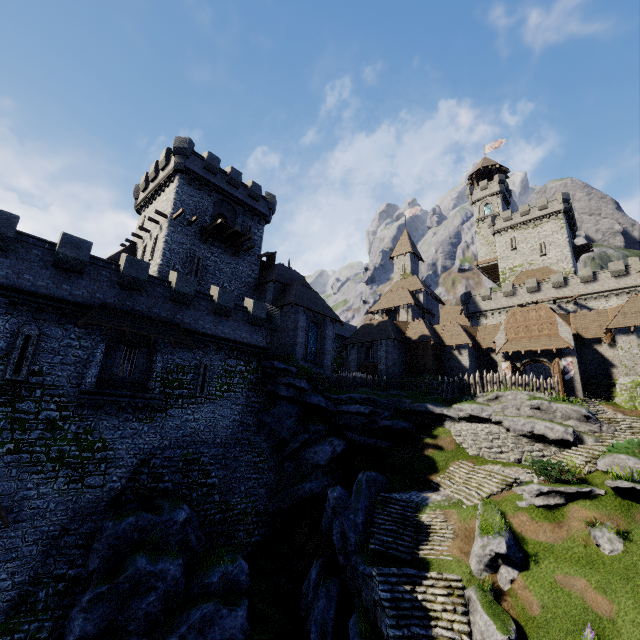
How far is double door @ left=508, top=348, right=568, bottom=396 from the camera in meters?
28.5

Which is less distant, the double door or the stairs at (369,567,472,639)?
the stairs at (369,567,472,639)

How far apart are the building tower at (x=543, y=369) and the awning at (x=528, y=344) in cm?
1479

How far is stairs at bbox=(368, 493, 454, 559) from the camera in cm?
1688

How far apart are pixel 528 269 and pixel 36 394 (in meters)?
60.40

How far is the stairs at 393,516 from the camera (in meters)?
16.88

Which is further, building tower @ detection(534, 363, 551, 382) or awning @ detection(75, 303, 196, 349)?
building tower @ detection(534, 363, 551, 382)

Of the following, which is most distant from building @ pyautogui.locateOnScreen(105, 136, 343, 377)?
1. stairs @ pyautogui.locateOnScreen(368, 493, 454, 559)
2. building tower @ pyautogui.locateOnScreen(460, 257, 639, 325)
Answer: building tower @ pyautogui.locateOnScreen(460, 257, 639, 325)
